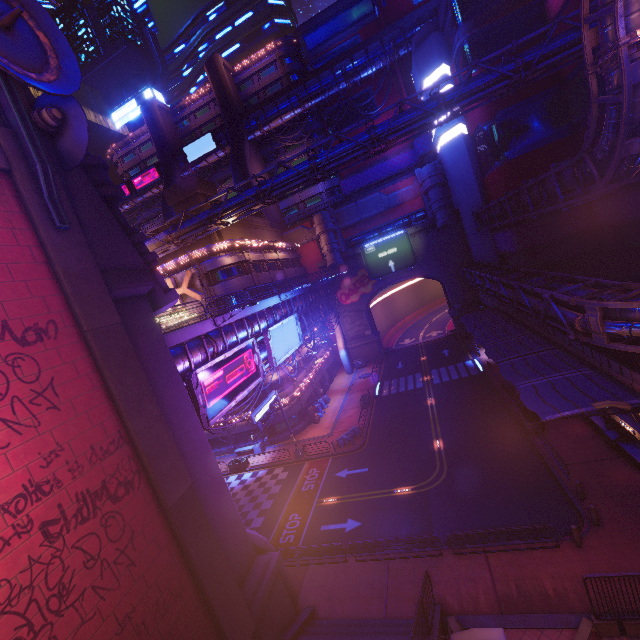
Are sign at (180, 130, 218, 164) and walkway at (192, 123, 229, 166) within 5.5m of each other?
yes

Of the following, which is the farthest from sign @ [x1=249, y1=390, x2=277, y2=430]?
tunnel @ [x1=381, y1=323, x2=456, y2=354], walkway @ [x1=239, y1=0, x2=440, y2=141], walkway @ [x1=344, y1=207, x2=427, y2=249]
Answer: walkway @ [x1=239, y1=0, x2=440, y2=141]

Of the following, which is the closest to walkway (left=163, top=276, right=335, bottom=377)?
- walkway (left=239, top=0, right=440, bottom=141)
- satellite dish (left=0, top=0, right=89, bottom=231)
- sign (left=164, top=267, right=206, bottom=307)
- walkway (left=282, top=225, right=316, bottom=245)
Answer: sign (left=164, top=267, right=206, bottom=307)

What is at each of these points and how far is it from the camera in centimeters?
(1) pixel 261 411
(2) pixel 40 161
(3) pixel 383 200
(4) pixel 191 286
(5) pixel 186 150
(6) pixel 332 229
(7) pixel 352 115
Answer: (1) sign, 2788cm
(2) satellite dish, 958cm
(3) walkway, 5003cm
(4) sign, 3391cm
(5) sign, 5875cm
(6) building, 4909cm
(7) building, 5712cm

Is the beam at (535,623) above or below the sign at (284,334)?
below

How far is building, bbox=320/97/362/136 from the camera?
56.91m

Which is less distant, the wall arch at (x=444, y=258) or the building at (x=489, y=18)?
the building at (x=489, y=18)

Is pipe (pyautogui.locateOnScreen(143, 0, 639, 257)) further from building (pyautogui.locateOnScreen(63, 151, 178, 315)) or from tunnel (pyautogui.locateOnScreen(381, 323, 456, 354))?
building (pyautogui.locateOnScreen(63, 151, 178, 315))
